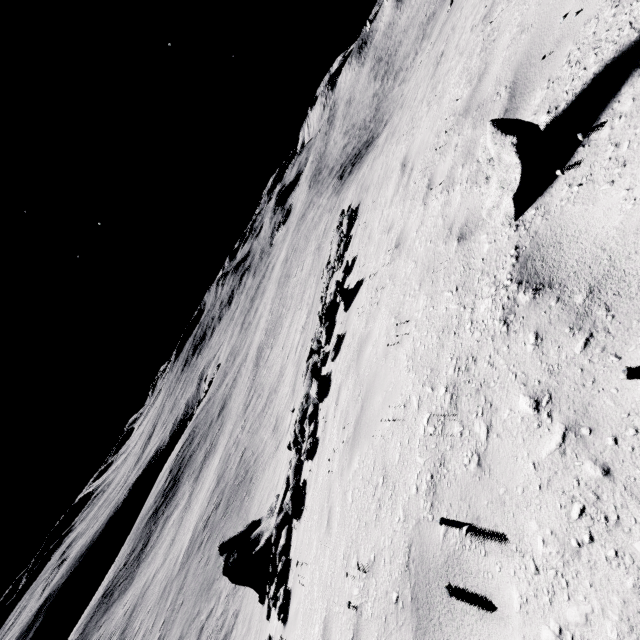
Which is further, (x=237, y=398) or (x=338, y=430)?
(x=237, y=398)

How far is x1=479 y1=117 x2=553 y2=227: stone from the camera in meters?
2.2

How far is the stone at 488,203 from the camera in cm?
225
